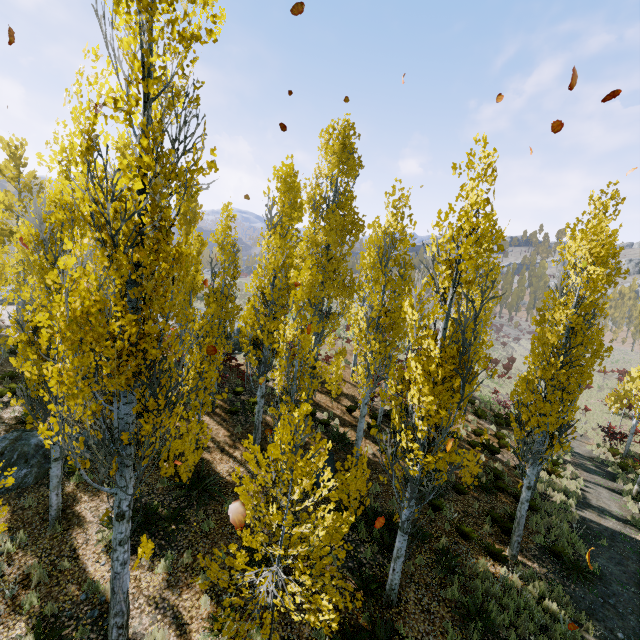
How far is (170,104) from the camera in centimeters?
493cm

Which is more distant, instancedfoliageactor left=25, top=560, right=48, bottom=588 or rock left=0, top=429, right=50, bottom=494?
rock left=0, top=429, right=50, bottom=494

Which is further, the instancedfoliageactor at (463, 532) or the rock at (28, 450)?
the instancedfoliageactor at (463, 532)

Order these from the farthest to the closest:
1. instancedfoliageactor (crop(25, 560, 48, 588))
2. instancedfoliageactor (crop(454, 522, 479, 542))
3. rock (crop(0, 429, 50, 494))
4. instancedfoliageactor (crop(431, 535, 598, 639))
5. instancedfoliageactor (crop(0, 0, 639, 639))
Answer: instancedfoliageactor (crop(454, 522, 479, 542))
rock (crop(0, 429, 50, 494))
instancedfoliageactor (crop(431, 535, 598, 639))
instancedfoliageactor (crop(25, 560, 48, 588))
instancedfoliageactor (crop(0, 0, 639, 639))

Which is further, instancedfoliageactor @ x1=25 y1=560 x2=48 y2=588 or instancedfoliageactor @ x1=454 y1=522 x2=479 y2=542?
instancedfoliageactor @ x1=454 y1=522 x2=479 y2=542

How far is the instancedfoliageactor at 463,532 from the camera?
10.3 meters

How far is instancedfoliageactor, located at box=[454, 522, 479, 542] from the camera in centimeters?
1028cm
